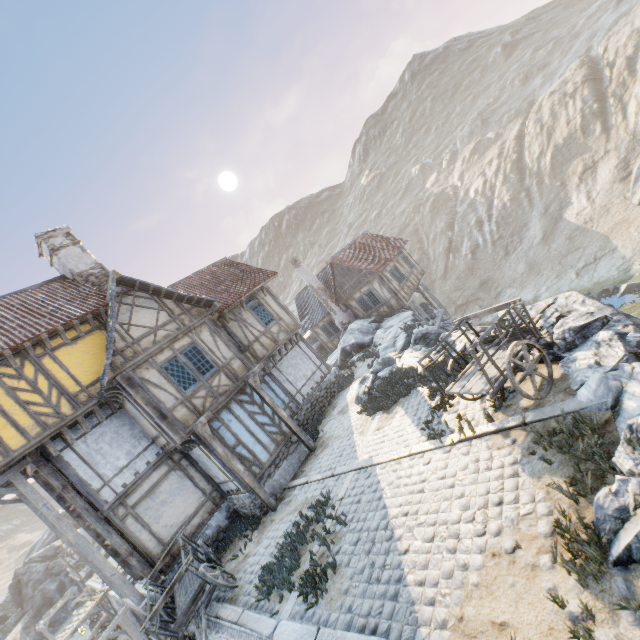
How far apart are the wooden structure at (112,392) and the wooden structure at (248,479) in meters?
2.8

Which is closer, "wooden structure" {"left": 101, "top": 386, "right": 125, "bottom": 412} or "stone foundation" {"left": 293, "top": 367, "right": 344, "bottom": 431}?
"wooden structure" {"left": 101, "top": 386, "right": 125, "bottom": 412}

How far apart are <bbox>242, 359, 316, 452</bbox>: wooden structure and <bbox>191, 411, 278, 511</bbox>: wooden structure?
2.3m

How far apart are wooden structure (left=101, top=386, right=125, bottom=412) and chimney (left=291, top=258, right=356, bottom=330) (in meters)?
15.70

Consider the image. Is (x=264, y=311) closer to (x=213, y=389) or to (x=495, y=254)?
(x=213, y=389)

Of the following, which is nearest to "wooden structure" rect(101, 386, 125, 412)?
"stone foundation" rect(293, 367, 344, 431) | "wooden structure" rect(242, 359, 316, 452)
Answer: "wooden structure" rect(242, 359, 316, 452)

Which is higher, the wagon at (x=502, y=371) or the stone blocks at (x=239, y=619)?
the wagon at (x=502, y=371)

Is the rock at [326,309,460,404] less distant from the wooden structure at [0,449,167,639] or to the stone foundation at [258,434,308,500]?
the stone foundation at [258,434,308,500]
